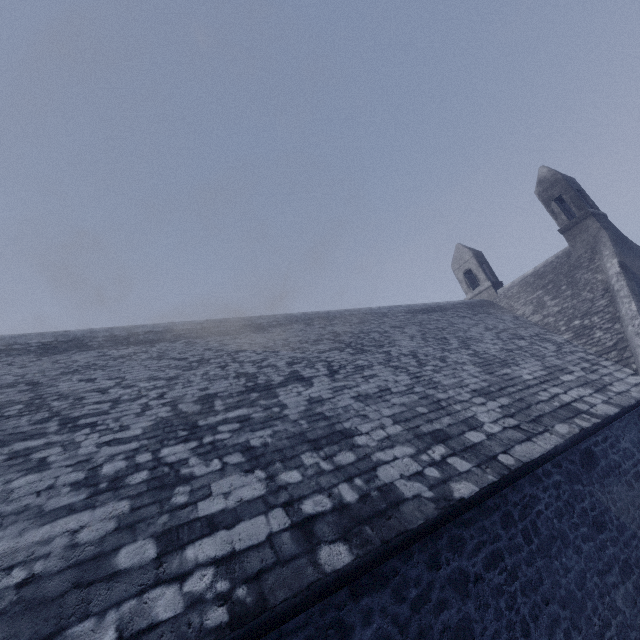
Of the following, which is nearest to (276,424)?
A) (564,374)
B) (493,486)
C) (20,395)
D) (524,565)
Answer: (493,486)
